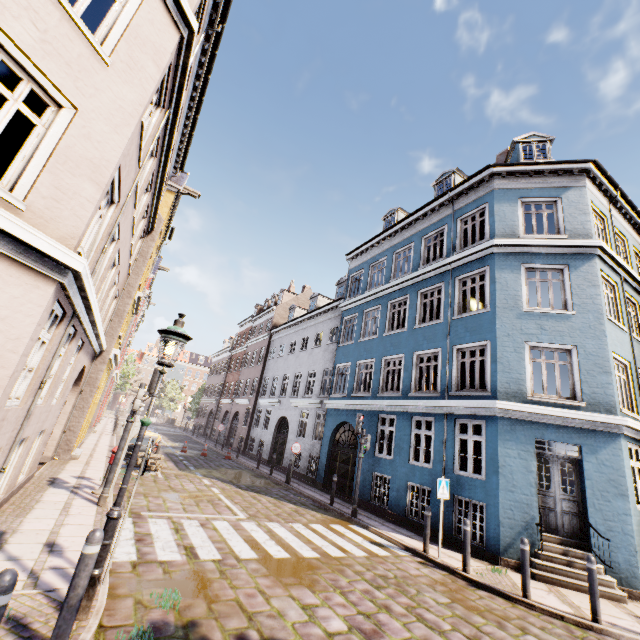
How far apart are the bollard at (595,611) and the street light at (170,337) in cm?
871

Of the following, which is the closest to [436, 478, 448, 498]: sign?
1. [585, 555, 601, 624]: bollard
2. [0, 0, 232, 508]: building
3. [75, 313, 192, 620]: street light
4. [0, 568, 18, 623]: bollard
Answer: [0, 0, 232, 508]: building

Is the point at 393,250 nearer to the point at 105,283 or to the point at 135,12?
the point at 105,283

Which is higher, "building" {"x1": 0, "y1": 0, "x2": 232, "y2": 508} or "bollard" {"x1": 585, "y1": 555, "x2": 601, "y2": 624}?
"building" {"x1": 0, "y1": 0, "x2": 232, "y2": 508}

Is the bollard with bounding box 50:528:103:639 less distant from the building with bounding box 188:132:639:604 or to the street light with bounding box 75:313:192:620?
the street light with bounding box 75:313:192:620

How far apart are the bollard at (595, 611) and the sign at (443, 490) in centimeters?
305cm

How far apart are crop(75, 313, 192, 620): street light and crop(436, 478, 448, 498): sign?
7.7 meters

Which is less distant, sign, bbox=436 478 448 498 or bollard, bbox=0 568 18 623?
bollard, bbox=0 568 18 623
